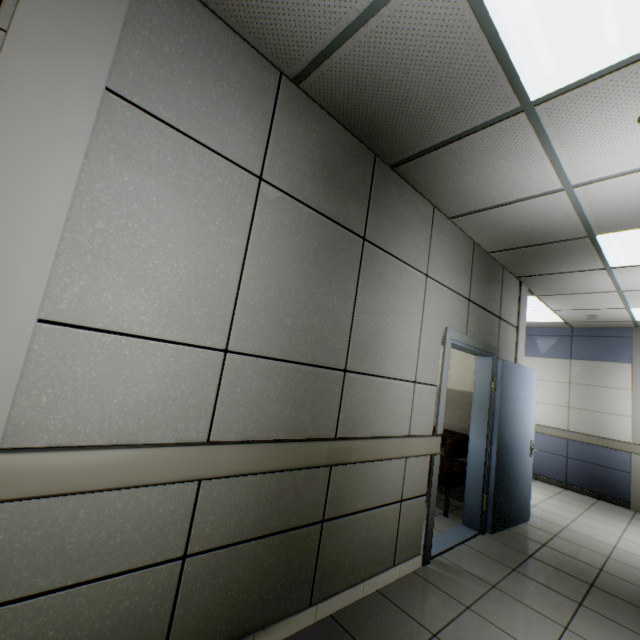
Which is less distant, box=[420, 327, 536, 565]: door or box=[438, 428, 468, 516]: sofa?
box=[420, 327, 536, 565]: door

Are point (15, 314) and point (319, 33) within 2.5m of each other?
yes

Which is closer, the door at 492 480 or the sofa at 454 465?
the door at 492 480

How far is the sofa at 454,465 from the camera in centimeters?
409cm

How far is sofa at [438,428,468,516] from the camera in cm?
409

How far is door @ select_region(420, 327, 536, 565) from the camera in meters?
3.2
